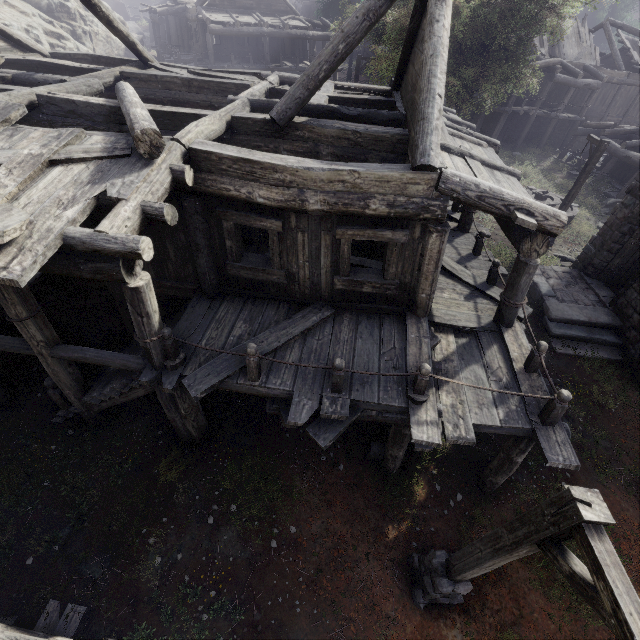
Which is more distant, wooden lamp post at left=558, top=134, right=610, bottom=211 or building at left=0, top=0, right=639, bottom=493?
wooden lamp post at left=558, top=134, right=610, bottom=211

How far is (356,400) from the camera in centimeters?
579cm

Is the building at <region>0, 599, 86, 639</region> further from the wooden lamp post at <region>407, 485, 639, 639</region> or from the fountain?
the fountain

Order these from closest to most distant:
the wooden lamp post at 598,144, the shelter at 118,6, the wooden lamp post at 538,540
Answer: the wooden lamp post at 538,540
the wooden lamp post at 598,144
the shelter at 118,6

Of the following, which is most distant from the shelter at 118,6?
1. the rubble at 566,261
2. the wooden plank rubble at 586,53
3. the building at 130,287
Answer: the rubble at 566,261

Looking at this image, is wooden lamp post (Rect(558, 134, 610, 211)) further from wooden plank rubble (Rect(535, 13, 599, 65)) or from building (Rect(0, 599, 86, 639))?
wooden plank rubble (Rect(535, 13, 599, 65))

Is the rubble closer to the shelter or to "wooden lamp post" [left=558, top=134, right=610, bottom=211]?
"wooden lamp post" [left=558, top=134, right=610, bottom=211]
